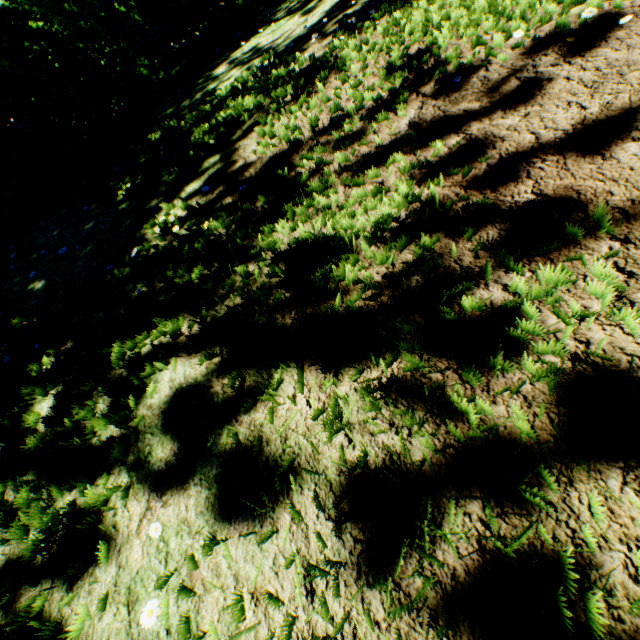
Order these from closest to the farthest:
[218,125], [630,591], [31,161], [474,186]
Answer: [630,591], [474,186], [218,125], [31,161]
